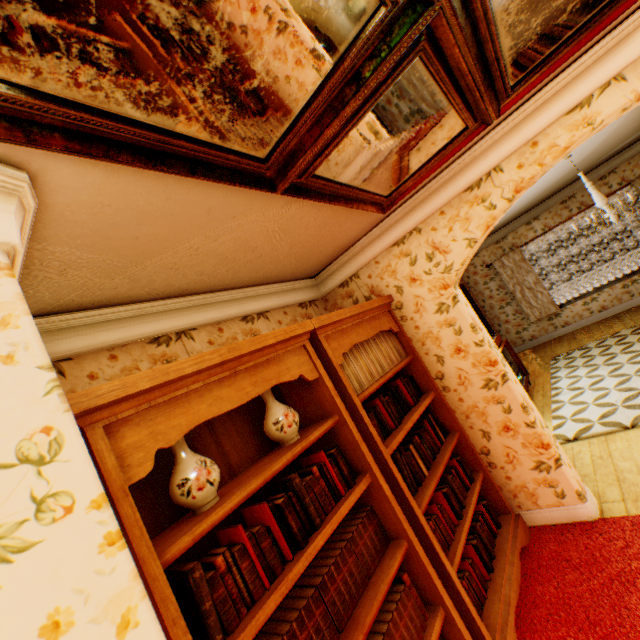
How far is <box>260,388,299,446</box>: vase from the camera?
1.85m

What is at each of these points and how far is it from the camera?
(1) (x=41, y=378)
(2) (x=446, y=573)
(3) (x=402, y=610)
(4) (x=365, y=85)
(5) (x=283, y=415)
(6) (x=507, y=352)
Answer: (1) building, 0.9m
(2) bookshelf, 2.0m
(3) book row, 1.7m
(4) mirror, 1.3m
(5) vase, 1.9m
(6) cabinet, 6.4m

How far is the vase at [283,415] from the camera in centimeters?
185cm

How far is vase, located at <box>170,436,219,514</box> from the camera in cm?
137

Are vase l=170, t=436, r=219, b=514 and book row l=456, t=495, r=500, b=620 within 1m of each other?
no

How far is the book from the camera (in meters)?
1.83

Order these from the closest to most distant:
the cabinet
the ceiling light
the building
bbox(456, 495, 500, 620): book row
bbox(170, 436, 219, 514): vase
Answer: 1. the building
2. bbox(170, 436, 219, 514): vase
3. bbox(456, 495, 500, 620): book row
4. the ceiling light
5. the cabinet

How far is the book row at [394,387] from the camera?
2.5m
